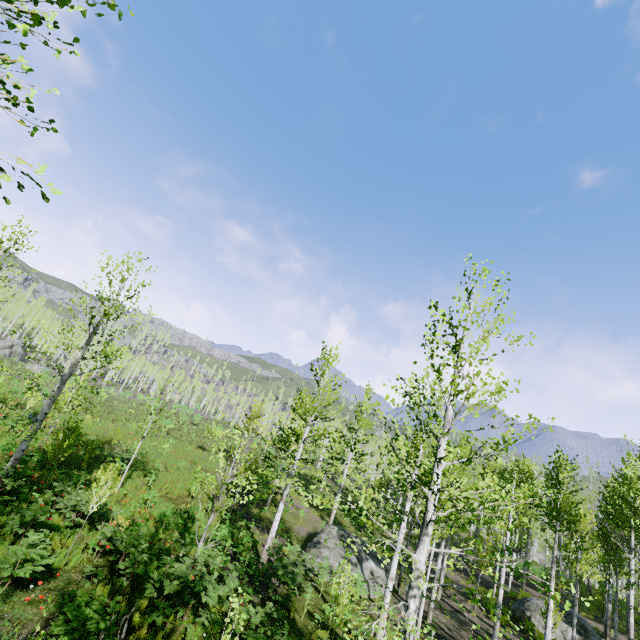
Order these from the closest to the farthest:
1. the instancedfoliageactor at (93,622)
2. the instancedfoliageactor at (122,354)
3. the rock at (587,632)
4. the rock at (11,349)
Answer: the instancedfoliageactor at (93,622) < the instancedfoliageactor at (122,354) < the rock at (587,632) < the rock at (11,349)

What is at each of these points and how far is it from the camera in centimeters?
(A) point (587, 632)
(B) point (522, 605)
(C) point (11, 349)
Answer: (A) rock, 1730cm
(B) rock, 1903cm
(C) rock, 5597cm

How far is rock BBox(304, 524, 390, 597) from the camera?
18.1m

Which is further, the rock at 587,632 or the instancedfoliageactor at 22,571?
the rock at 587,632

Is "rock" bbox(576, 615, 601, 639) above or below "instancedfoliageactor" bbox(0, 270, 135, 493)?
below

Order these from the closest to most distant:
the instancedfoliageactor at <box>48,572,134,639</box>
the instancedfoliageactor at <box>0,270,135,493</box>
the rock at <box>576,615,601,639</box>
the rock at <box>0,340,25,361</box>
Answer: the instancedfoliageactor at <box>48,572,134,639</box> < the instancedfoliageactor at <box>0,270,135,493</box> < the rock at <box>576,615,601,639</box> < the rock at <box>0,340,25,361</box>

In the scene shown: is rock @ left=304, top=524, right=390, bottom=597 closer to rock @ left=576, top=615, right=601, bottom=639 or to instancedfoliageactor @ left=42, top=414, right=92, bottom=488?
instancedfoliageactor @ left=42, top=414, right=92, bottom=488

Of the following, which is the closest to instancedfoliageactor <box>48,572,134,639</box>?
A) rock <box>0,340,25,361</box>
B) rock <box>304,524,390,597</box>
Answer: rock <box>304,524,390,597</box>
